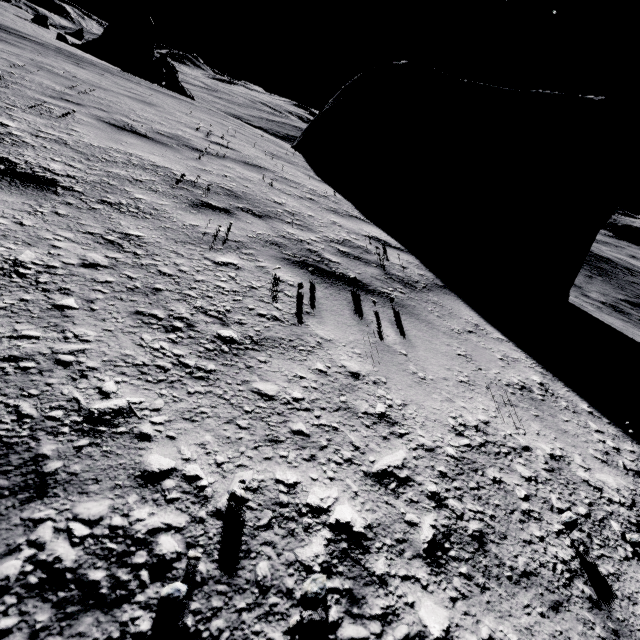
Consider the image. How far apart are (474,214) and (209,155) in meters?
7.6

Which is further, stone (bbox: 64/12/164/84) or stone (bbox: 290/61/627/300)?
stone (bbox: 64/12/164/84)

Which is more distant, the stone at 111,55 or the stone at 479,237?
the stone at 111,55

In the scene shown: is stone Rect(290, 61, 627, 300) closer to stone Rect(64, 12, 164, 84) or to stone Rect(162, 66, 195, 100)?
stone Rect(64, 12, 164, 84)

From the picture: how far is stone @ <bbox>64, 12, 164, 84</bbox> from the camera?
27.1m

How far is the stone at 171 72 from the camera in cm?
5031

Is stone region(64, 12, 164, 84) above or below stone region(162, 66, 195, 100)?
above

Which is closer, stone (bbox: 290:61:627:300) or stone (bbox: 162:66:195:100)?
stone (bbox: 290:61:627:300)
